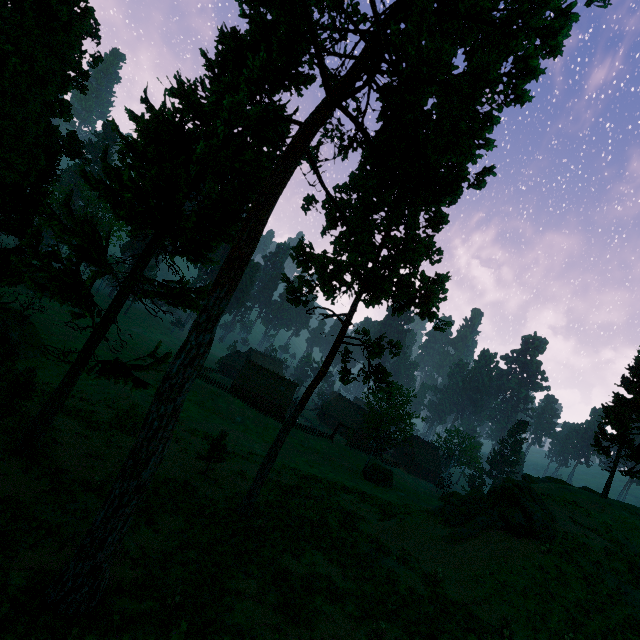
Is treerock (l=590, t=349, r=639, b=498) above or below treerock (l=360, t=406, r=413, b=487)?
above

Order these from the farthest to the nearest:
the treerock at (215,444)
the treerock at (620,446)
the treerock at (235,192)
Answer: the treerock at (620,446), the treerock at (215,444), the treerock at (235,192)

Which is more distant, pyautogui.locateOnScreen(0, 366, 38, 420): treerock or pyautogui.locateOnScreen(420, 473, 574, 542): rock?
pyautogui.locateOnScreen(420, 473, 574, 542): rock

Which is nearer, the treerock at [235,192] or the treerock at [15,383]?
the treerock at [235,192]

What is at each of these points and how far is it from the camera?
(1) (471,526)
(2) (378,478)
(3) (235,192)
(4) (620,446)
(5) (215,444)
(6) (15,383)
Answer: (1) rock, 23.2m
(2) treerock, 42.1m
(3) treerock, 16.7m
(4) treerock, 32.1m
(5) treerock, 24.5m
(6) treerock, 19.5m

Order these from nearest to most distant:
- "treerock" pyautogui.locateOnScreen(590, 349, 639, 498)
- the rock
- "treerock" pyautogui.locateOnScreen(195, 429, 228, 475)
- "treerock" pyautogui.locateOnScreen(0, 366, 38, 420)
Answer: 1. "treerock" pyautogui.locateOnScreen(0, 366, 38, 420)
2. the rock
3. "treerock" pyautogui.locateOnScreen(195, 429, 228, 475)
4. "treerock" pyautogui.locateOnScreen(590, 349, 639, 498)

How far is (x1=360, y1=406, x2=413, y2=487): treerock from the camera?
42.2 meters
